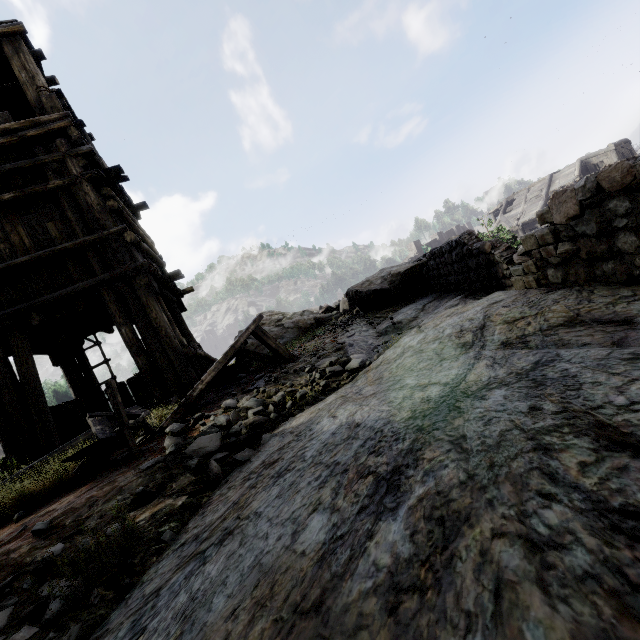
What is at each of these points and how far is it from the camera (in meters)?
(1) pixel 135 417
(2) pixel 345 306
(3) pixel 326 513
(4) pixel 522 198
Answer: (1) broken furniture, 3.36
(2) rubble, 10.89
(3) rock, 1.11
(4) building, 32.88

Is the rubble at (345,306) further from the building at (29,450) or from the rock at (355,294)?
the building at (29,450)

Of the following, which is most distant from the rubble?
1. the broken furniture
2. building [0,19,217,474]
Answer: the broken furniture

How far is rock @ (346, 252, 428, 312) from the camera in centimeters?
697cm

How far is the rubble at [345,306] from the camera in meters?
10.7 m

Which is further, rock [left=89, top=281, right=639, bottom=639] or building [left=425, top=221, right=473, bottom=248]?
building [left=425, top=221, right=473, bottom=248]

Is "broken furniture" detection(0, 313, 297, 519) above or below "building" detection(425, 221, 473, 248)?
below
